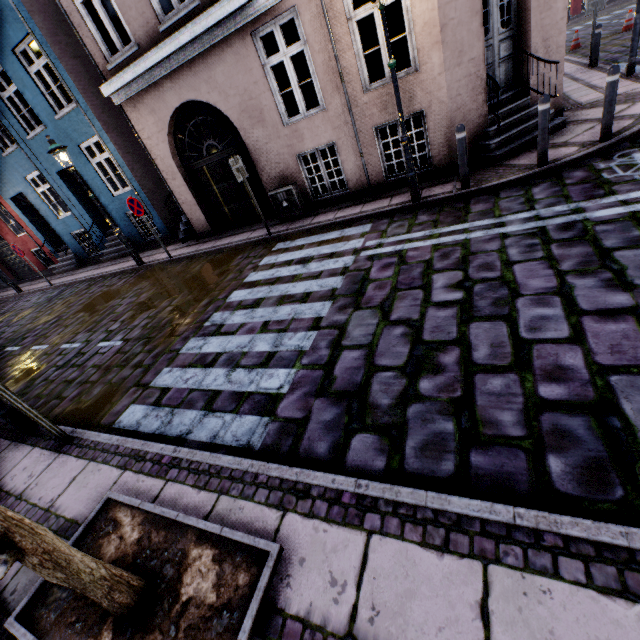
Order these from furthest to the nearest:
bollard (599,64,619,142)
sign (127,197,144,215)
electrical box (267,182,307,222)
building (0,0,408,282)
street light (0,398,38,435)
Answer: sign (127,197,144,215) < electrical box (267,182,307,222) < building (0,0,408,282) < bollard (599,64,619,142) < street light (0,398,38,435)

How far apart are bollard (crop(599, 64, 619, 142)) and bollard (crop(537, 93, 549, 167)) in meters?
1.0 m

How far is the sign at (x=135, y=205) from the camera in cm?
891

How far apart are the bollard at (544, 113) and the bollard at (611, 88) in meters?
1.0 m

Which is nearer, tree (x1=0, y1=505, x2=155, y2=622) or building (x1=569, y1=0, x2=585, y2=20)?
tree (x1=0, y1=505, x2=155, y2=622)

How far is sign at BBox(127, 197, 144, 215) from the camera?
8.91m

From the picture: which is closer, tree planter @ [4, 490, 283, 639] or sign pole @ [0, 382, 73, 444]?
tree planter @ [4, 490, 283, 639]

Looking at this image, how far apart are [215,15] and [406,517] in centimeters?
901cm
